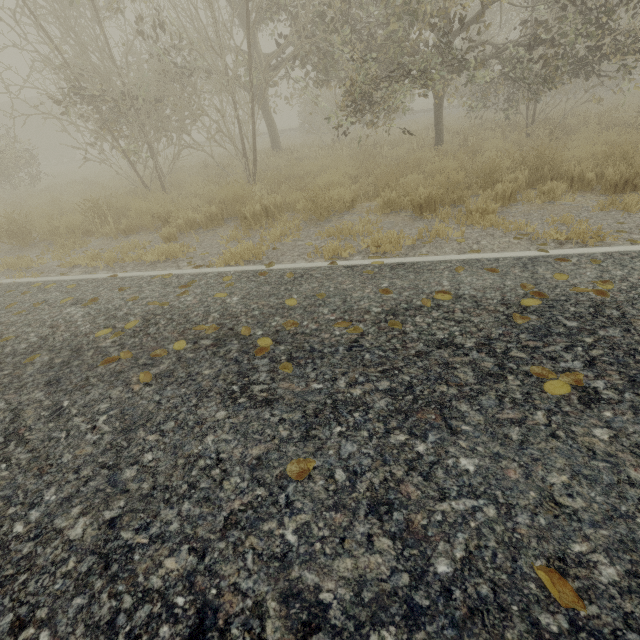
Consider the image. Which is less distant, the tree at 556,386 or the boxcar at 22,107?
the tree at 556,386

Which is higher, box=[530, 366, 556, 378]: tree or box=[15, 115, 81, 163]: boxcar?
box=[15, 115, 81, 163]: boxcar

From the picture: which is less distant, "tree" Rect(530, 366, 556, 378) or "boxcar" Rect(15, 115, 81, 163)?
"tree" Rect(530, 366, 556, 378)

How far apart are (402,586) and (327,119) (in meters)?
15.62

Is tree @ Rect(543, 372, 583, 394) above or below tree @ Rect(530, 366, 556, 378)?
above
